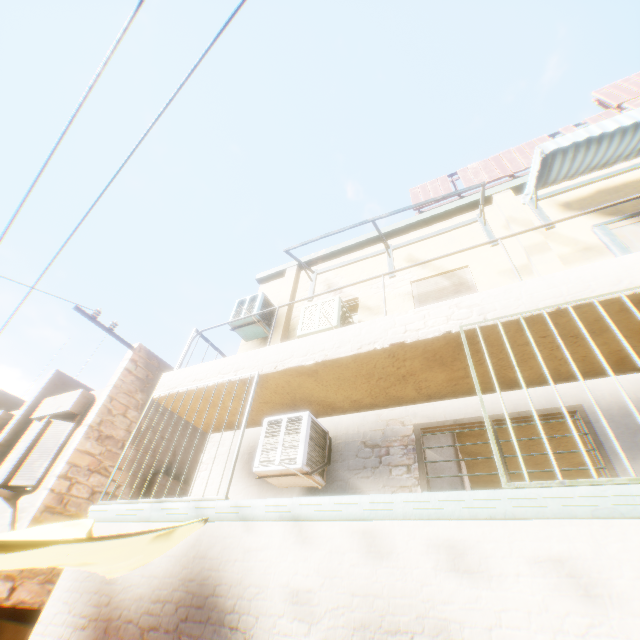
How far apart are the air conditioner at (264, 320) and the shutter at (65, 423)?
4.0 meters

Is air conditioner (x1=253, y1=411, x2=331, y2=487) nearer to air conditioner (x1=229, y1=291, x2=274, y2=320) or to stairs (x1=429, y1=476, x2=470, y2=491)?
stairs (x1=429, y1=476, x2=470, y2=491)

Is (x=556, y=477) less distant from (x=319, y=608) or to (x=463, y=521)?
(x=463, y=521)

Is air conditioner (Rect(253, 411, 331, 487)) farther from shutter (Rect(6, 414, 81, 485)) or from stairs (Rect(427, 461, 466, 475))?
shutter (Rect(6, 414, 81, 485))

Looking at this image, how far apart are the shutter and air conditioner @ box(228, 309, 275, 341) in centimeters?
397cm

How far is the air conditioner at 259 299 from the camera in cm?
730

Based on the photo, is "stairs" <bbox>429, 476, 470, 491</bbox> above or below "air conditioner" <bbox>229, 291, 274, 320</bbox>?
below
